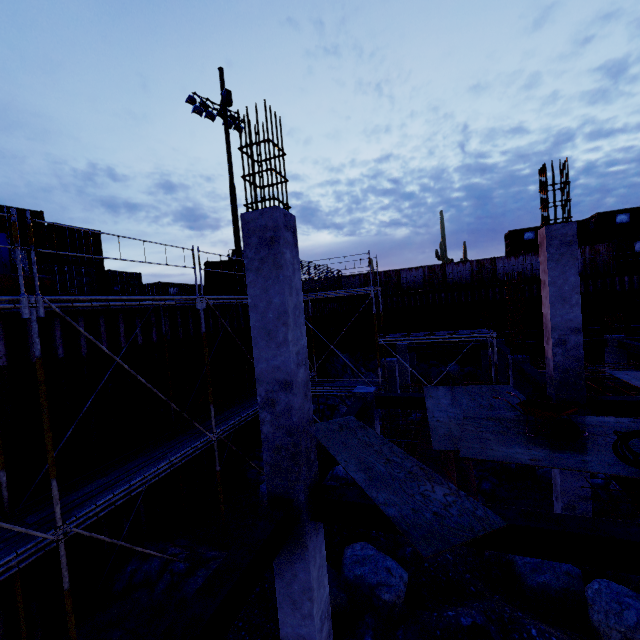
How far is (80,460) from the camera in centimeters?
742cm

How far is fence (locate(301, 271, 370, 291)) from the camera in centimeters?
2362cm

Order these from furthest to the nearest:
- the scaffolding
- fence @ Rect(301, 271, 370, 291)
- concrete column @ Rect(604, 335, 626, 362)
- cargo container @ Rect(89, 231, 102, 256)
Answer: fence @ Rect(301, 271, 370, 291), cargo container @ Rect(89, 231, 102, 256), concrete column @ Rect(604, 335, 626, 362), the scaffolding

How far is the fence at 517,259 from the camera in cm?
2662

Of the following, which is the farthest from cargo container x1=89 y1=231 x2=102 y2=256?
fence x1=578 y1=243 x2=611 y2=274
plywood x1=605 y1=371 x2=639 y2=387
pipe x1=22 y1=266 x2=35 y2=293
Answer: plywood x1=605 y1=371 x2=639 y2=387

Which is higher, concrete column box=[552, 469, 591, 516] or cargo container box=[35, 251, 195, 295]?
cargo container box=[35, 251, 195, 295]

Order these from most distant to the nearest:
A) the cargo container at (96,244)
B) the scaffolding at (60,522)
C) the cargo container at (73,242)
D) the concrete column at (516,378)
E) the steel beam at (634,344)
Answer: the cargo container at (96,244) → the cargo container at (73,242) → the steel beam at (634,344) → the concrete column at (516,378) → the scaffolding at (60,522)

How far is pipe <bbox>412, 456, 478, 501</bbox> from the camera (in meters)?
9.31
